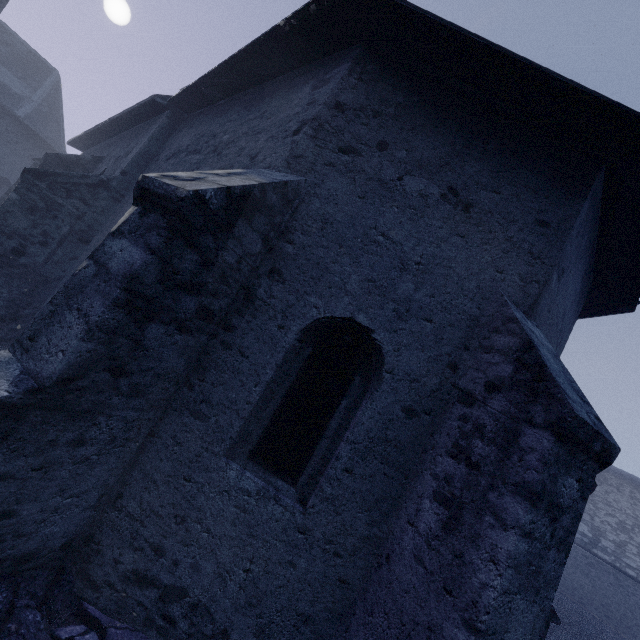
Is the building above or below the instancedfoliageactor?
above

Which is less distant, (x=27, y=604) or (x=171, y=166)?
(x=27, y=604)

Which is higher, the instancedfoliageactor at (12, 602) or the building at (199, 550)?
the building at (199, 550)
